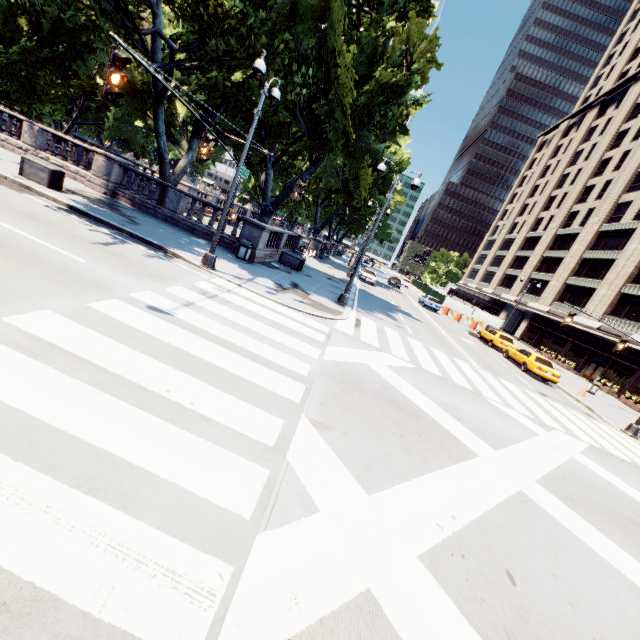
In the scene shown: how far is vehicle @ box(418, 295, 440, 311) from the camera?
36.8 meters

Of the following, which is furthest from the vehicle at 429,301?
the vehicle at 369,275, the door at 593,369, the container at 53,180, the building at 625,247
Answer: the container at 53,180

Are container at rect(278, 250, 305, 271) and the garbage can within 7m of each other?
yes

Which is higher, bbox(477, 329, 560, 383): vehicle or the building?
the building

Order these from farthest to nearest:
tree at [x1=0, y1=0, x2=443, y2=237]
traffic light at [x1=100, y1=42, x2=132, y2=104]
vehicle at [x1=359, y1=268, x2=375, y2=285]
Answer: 1. vehicle at [x1=359, y1=268, x2=375, y2=285]
2. tree at [x1=0, y1=0, x2=443, y2=237]
3. traffic light at [x1=100, y1=42, x2=132, y2=104]

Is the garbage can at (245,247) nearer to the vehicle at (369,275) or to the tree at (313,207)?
the tree at (313,207)

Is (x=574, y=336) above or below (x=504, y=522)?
above

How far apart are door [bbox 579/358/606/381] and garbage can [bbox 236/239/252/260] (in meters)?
37.58
